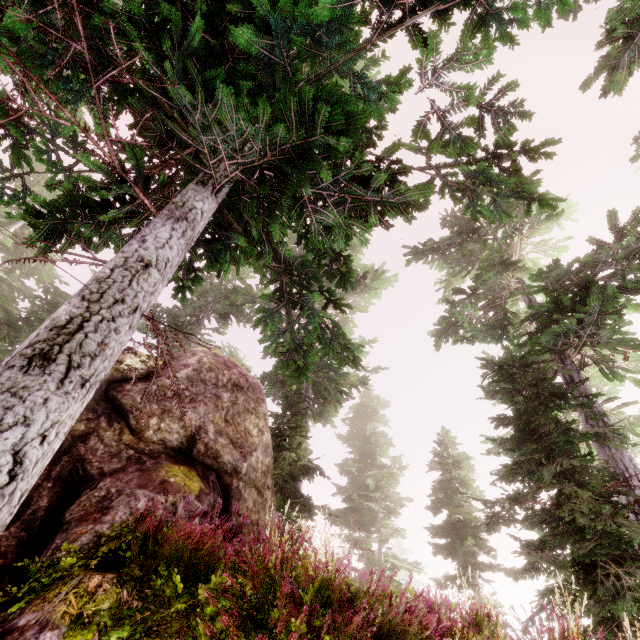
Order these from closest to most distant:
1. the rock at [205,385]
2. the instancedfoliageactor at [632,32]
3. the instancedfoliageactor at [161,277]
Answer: the instancedfoliageactor at [161,277] < the rock at [205,385] < the instancedfoliageactor at [632,32]

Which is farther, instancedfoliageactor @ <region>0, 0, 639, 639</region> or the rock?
the rock

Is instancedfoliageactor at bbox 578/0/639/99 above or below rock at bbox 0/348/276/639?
above

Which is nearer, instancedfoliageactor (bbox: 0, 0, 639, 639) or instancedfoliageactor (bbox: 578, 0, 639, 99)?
instancedfoliageactor (bbox: 0, 0, 639, 639)

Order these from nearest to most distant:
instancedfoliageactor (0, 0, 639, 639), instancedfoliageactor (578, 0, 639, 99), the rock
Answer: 1. instancedfoliageactor (0, 0, 639, 639)
2. the rock
3. instancedfoliageactor (578, 0, 639, 99)

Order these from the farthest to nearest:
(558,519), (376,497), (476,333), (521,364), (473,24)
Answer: (376,497), (476,333), (521,364), (558,519), (473,24)

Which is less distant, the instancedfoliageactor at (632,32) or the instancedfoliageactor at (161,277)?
the instancedfoliageactor at (161,277)
